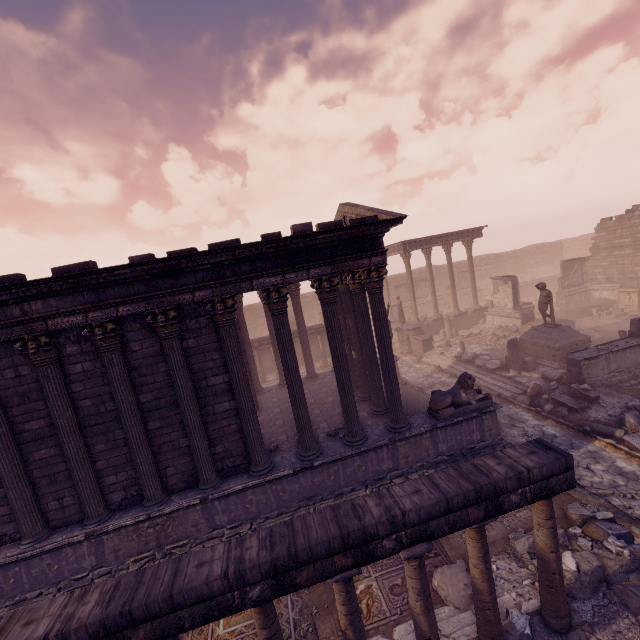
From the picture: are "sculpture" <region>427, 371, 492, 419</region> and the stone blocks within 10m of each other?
no

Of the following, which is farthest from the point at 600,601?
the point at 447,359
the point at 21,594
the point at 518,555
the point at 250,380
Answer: the point at 447,359

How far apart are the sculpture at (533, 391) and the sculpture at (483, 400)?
3.79m

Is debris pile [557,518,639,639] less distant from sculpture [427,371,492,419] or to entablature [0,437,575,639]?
entablature [0,437,575,639]

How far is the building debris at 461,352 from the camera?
14.45m

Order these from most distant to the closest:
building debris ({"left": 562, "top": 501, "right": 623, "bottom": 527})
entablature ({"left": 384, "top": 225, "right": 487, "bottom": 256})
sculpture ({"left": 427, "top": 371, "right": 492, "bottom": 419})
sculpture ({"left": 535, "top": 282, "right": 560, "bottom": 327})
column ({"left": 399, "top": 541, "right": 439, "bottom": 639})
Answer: entablature ({"left": 384, "top": 225, "right": 487, "bottom": 256})
sculpture ({"left": 535, "top": 282, "right": 560, "bottom": 327})
sculpture ({"left": 427, "top": 371, "right": 492, "bottom": 419})
building debris ({"left": 562, "top": 501, "right": 623, "bottom": 527})
column ({"left": 399, "top": 541, "right": 439, "bottom": 639})

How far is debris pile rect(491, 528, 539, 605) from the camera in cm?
592

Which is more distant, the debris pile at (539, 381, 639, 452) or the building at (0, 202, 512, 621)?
the debris pile at (539, 381, 639, 452)
